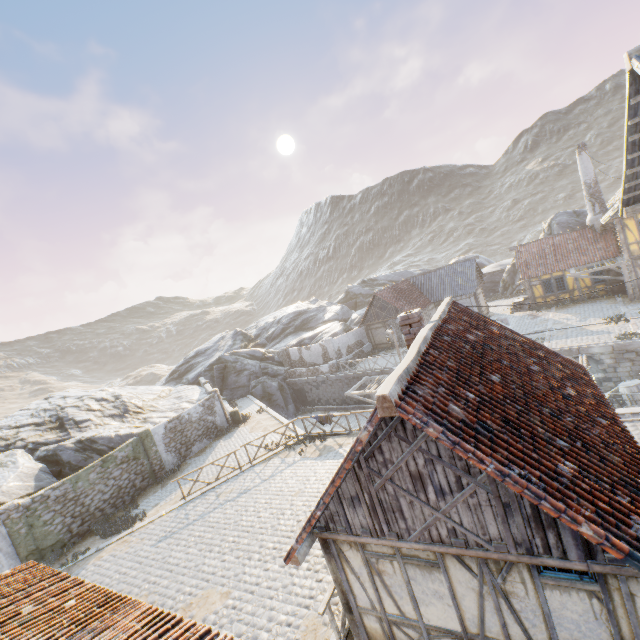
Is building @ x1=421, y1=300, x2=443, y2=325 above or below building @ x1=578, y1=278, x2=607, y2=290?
above

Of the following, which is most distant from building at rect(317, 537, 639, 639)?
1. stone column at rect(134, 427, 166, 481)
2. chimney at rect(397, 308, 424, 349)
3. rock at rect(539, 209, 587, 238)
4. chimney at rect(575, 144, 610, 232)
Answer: chimney at rect(575, 144, 610, 232)

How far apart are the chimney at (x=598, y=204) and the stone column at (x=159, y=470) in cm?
3625

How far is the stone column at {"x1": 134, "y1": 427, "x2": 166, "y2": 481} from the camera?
19.3 meters

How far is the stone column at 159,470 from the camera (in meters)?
19.27

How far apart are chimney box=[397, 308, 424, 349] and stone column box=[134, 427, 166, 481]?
17.74m

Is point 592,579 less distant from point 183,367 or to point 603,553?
point 603,553

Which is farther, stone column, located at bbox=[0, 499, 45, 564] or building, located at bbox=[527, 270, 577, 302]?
building, located at bbox=[527, 270, 577, 302]
